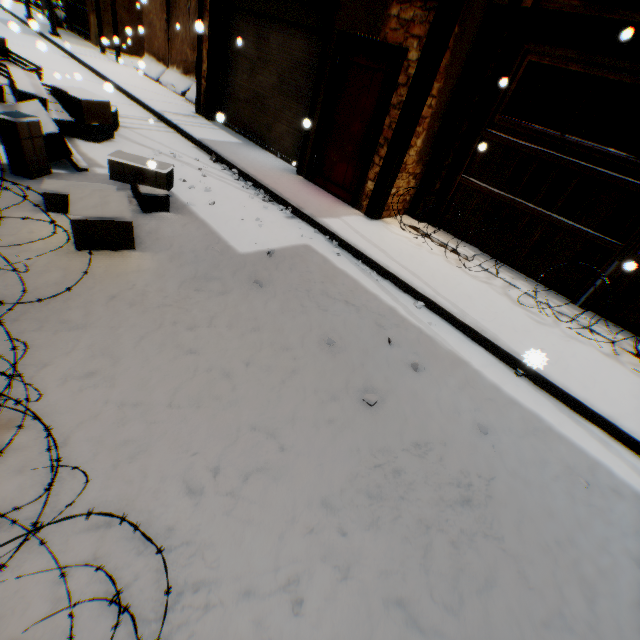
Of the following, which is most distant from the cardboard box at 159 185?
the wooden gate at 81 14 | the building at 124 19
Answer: the wooden gate at 81 14

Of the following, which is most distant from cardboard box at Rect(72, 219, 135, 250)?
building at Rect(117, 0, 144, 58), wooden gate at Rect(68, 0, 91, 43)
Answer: wooden gate at Rect(68, 0, 91, 43)

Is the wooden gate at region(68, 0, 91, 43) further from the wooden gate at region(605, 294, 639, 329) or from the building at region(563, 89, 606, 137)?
the wooden gate at region(605, 294, 639, 329)

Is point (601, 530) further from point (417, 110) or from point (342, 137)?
point (342, 137)

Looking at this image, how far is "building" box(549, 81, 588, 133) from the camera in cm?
816

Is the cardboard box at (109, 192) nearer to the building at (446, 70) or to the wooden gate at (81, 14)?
the building at (446, 70)

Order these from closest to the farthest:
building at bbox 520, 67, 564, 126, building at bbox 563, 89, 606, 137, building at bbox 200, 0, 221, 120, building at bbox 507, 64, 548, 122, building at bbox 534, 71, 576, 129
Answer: building at bbox 507, 64, 548, 122 < building at bbox 520, 67, 564, 126 < building at bbox 534, 71, 576, 129 < building at bbox 200, 0, 221, 120 < building at bbox 563, 89, 606, 137
